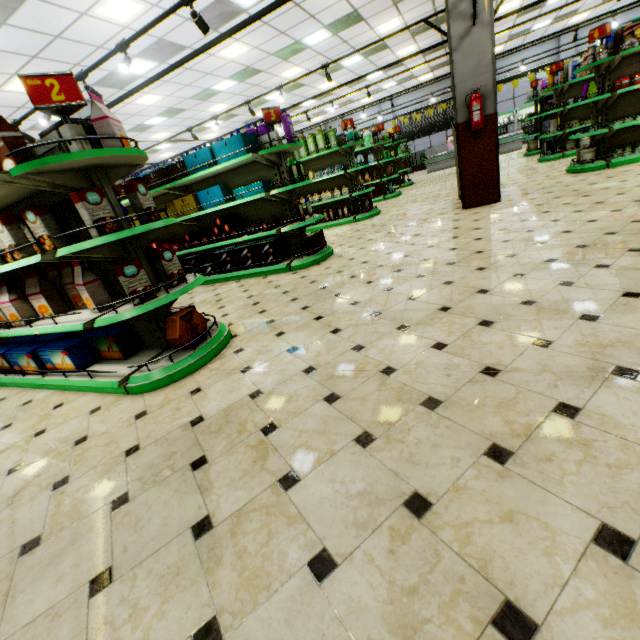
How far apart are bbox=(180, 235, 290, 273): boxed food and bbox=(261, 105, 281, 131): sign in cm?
174

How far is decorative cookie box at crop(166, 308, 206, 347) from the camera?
2.99m

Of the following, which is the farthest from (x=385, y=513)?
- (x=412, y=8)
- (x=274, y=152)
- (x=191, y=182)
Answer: (x=412, y=8)

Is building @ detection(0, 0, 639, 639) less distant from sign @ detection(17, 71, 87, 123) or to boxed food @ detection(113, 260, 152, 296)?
boxed food @ detection(113, 260, 152, 296)

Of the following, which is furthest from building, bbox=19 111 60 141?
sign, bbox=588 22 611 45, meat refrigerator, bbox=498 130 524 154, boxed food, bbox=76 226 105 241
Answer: sign, bbox=588 22 611 45

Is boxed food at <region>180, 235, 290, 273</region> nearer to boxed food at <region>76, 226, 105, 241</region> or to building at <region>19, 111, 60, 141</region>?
building at <region>19, 111, 60, 141</region>

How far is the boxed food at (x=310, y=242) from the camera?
5.6m

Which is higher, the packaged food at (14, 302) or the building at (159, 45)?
the building at (159, 45)
